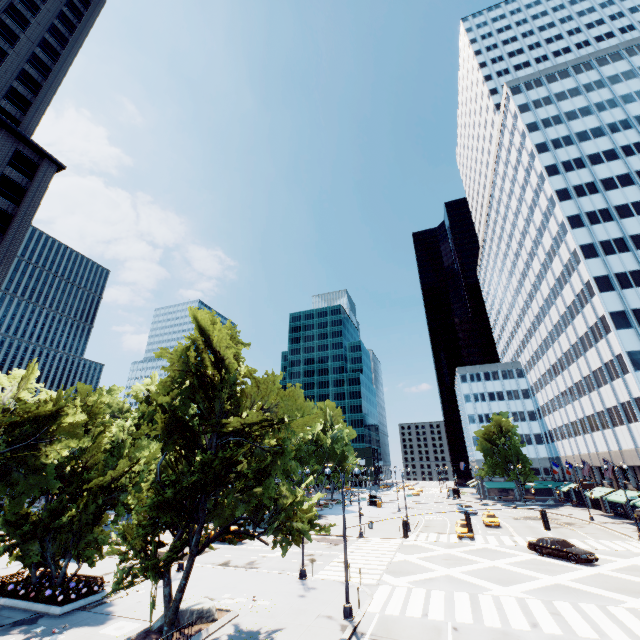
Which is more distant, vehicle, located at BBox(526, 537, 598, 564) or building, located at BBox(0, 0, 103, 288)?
building, located at BBox(0, 0, 103, 288)

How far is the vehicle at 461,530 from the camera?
35.3m

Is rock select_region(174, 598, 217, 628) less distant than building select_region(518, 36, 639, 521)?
Yes

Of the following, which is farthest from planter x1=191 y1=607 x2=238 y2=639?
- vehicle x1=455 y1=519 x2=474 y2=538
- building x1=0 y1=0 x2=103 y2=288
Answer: vehicle x1=455 y1=519 x2=474 y2=538

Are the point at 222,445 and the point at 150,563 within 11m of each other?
yes

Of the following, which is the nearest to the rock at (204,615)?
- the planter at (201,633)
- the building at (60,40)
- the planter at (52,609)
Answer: the planter at (201,633)

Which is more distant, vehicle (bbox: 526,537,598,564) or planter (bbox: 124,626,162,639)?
vehicle (bbox: 526,537,598,564)

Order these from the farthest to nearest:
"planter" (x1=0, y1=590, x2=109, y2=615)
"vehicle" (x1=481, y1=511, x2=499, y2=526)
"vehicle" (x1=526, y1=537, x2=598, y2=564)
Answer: "vehicle" (x1=481, y1=511, x2=499, y2=526) < "vehicle" (x1=526, y1=537, x2=598, y2=564) < "planter" (x1=0, y1=590, x2=109, y2=615)
